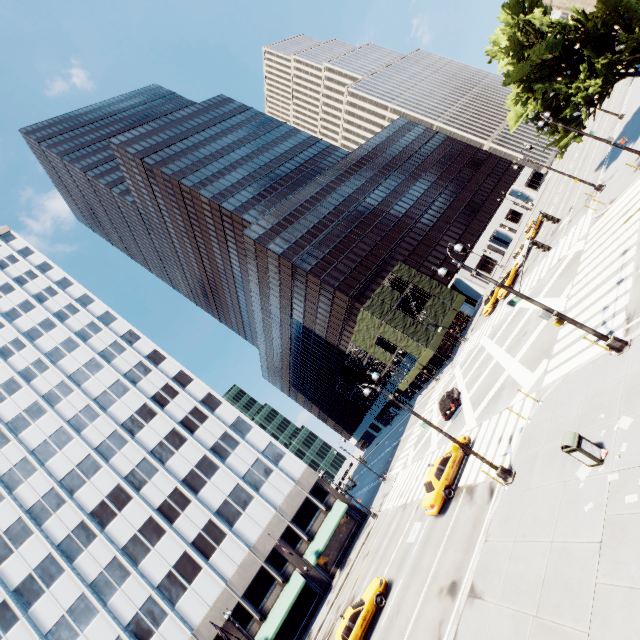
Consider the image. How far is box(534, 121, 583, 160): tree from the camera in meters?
28.6

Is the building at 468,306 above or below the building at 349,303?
below

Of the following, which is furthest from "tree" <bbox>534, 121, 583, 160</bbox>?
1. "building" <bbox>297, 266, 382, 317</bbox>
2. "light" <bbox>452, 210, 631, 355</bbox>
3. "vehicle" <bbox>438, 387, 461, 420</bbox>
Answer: "building" <bbox>297, 266, 382, 317</bbox>

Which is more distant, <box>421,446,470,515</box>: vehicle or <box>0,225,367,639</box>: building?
<box>0,225,367,639</box>: building

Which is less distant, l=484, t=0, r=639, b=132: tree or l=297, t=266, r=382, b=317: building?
l=484, t=0, r=639, b=132: tree

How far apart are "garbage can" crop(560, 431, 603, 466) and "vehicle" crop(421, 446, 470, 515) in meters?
10.1 m

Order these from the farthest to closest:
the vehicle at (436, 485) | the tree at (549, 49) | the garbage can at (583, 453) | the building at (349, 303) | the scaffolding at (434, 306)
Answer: the building at (349, 303)
the scaffolding at (434, 306)
the tree at (549, 49)
the vehicle at (436, 485)
the garbage can at (583, 453)

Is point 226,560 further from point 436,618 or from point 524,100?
point 524,100
